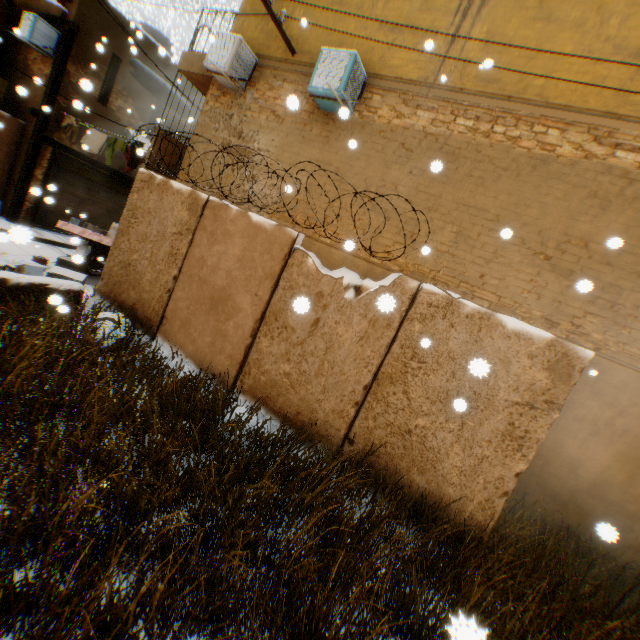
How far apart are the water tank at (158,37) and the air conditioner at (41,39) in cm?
484

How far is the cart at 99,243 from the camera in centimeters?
858cm

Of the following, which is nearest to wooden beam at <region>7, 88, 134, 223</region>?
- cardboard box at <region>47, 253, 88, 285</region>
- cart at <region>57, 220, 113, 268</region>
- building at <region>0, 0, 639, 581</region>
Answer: building at <region>0, 0, 639, 581</region>

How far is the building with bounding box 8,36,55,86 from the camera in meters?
11.0

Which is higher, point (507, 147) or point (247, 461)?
point (507, 147)

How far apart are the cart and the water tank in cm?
1019

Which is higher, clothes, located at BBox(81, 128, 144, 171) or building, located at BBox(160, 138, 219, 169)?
building, located at BBox(160, 138, 219, 169)

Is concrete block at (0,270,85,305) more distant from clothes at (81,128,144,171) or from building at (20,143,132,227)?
clothes at (81,128,144,171)
